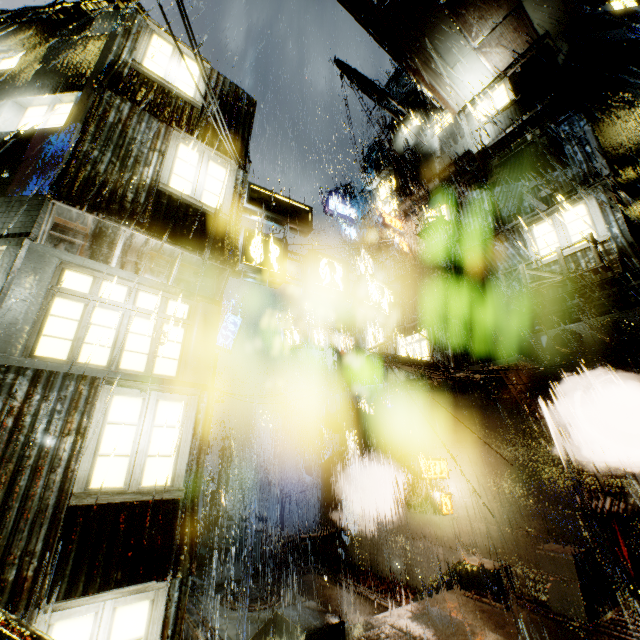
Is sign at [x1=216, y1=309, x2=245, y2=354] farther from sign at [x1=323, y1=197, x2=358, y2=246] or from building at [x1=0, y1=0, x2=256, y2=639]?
sign at [x1=323, y1=197, x2=358, y2=246]

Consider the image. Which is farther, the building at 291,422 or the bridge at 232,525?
the building at 291,422

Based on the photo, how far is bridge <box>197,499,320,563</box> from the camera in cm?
1675

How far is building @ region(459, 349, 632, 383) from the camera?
11.08m

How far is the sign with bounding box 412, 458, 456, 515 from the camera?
13.2m

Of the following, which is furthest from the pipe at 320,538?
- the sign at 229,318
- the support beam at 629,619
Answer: the support beam at 629,619

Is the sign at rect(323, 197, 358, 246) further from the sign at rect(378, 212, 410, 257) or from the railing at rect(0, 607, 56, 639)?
the railing at rect(0, 607, 56, 639)

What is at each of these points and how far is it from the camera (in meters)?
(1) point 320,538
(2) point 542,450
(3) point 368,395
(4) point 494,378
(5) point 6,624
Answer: (1) pipe, 17.06
(2) building, 11.70
(3) cloth, 16.62
(4) building, 13.70
(5) railing, 1.94
